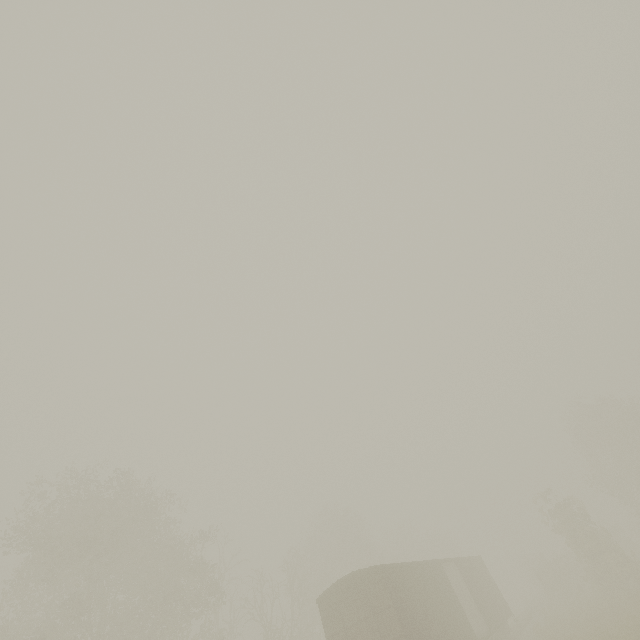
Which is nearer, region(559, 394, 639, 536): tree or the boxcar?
the boxcar

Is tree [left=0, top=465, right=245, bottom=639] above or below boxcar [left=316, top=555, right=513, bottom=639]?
above

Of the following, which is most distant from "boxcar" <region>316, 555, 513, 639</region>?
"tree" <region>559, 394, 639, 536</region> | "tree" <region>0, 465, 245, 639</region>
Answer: "tree" <region>559, 394, 639, 536</region>

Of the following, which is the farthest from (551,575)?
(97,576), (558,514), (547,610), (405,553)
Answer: (97,576)

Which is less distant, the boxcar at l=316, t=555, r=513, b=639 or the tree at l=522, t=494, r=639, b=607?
the boxcar at l=316, t=555, r=513, b=639

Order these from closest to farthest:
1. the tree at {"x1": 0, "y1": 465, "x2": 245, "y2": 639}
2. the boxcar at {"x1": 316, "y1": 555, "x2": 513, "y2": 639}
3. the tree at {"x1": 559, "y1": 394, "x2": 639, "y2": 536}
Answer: the boxcar at {"x1": 316, "y1": 555, "x2": 513, "y2": 639} < the tree at {"x1": 0, "y1": 465, "x2": 245, "y2": 639} < the tree at {"x1": 559, "y1": 394, "x2": 639, "y2": 536}

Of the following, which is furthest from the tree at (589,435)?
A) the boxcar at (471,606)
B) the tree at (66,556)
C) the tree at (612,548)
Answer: the tree at (66,556)
